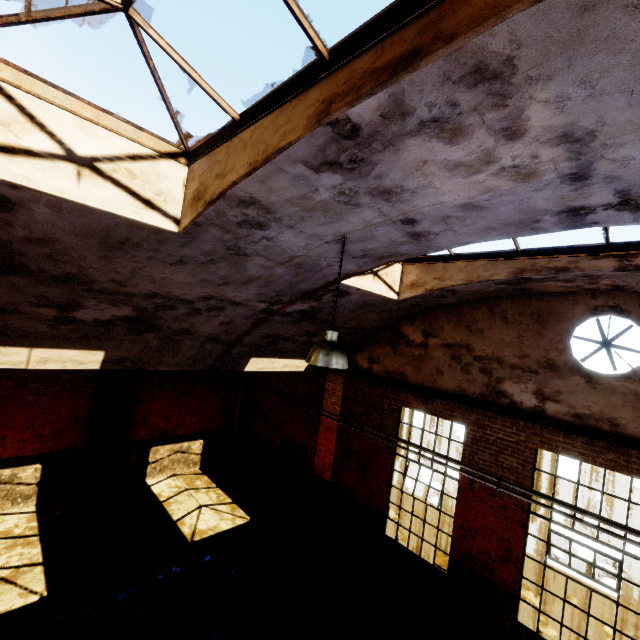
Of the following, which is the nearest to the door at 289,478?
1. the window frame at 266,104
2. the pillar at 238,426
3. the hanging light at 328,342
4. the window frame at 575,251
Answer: the pillar at 238,426

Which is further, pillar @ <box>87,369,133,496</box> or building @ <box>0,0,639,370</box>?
pillar @ <box>87,369,133,496</box>

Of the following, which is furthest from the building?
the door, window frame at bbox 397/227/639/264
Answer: the door

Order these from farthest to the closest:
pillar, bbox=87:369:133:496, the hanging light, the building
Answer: pillar, bbox=87:369:133:496
the hanging light
the building

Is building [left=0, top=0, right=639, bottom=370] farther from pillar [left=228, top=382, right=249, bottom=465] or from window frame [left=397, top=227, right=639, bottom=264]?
pillar [left=228, top=382, right=249, bottom=465]

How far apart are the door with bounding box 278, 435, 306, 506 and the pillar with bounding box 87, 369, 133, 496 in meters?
5.4 m

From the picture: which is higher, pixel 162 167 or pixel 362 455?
pixel 162 167

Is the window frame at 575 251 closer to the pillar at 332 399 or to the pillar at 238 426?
the pillar at 332 399
